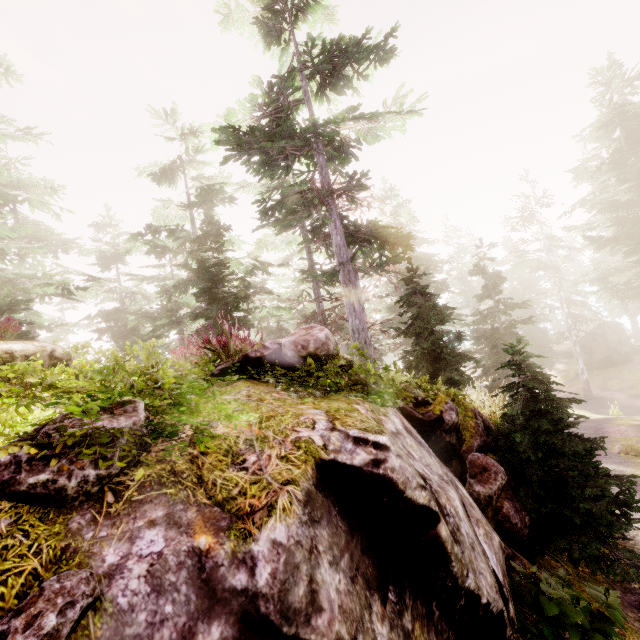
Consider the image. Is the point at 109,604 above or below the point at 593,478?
above

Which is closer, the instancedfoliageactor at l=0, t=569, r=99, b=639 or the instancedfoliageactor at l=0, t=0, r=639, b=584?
the instancedfoliageactor at l=0, t=569, r=99, b=639

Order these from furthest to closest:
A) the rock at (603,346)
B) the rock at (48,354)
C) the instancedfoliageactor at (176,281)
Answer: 1. the rock at (603,346)
2. the rock at (48,354)
3. the instancedfoliageactor at (176,281)

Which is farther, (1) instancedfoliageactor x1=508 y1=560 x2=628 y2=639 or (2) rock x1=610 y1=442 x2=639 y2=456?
(2) rock x1=610 y1=442 x2=639 y2=456

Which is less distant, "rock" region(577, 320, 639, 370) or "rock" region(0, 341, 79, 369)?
"rock" region(0, 341, 79, 369)

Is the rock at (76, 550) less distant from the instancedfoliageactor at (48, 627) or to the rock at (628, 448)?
the instancedfoliageactor at (48, 627)

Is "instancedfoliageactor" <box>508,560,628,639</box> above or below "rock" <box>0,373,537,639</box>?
below
